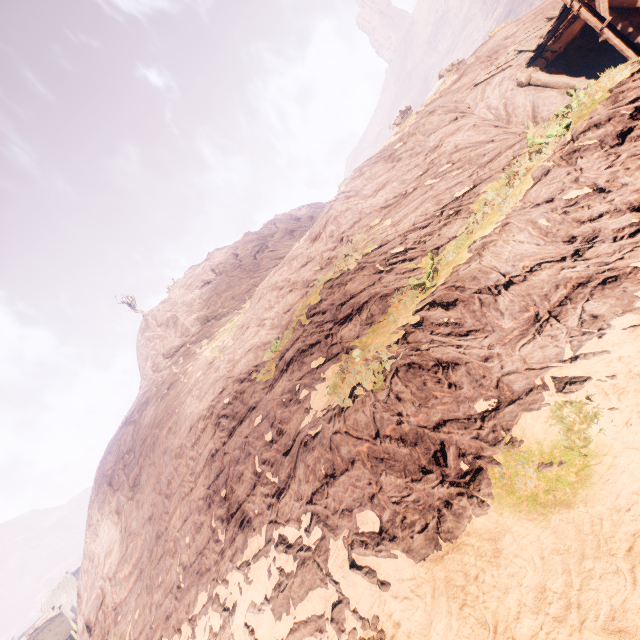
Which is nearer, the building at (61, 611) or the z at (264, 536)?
the z at (264, 536)

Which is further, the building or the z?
the building

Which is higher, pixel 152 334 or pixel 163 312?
pixel 163 312
